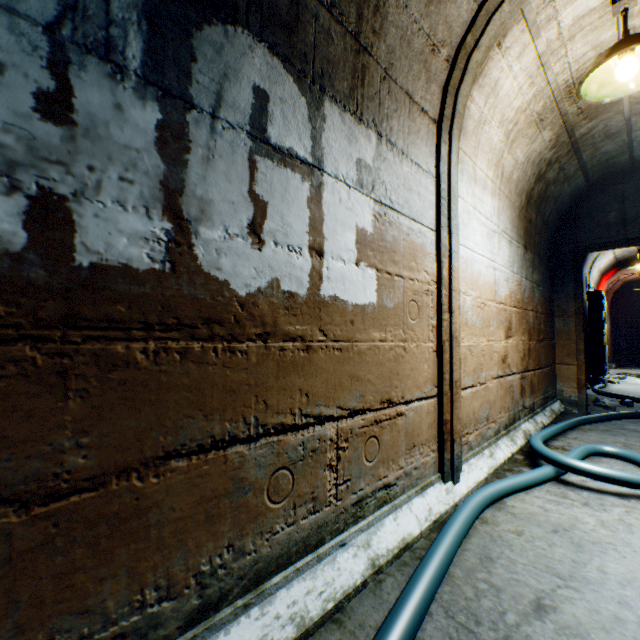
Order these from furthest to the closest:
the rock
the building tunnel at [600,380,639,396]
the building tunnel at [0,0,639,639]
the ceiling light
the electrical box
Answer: the electrical box → the building tunnel at [600,380,639,396] → the rock → the ceiling light → the building tunnel at [0,0,639,639]

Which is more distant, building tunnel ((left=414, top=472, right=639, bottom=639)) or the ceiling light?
the ceiling light

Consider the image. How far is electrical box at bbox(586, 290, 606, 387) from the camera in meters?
6.5 m

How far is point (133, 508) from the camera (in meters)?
0.77

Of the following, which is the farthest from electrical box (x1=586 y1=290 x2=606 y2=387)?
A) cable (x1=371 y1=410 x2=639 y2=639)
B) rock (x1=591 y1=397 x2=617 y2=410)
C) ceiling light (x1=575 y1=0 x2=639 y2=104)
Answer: ceiling light (x1=575 y1=0 x2=639 y2=104)

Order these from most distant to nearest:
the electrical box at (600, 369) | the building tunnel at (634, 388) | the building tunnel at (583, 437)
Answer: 1. the electrical box at (600, 369)
2. the building tunnel at (634, 388)
3. the building tunnel at (583, 437)

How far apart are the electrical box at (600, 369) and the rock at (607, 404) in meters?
2.1 m

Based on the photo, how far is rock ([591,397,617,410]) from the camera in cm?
437
